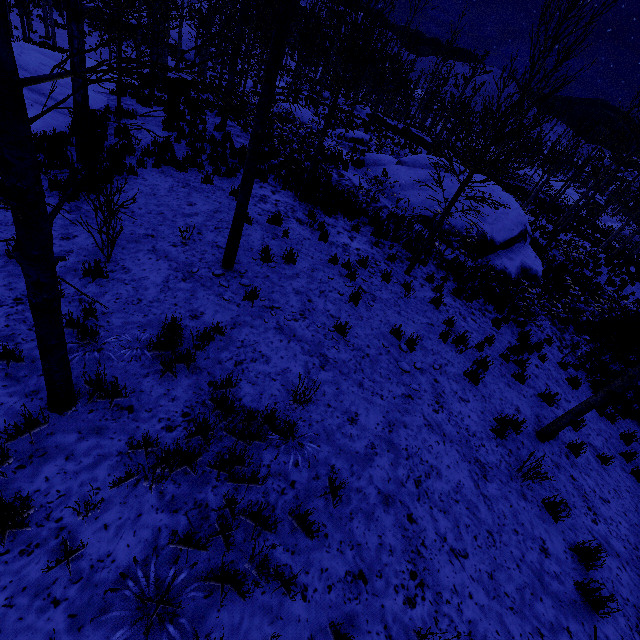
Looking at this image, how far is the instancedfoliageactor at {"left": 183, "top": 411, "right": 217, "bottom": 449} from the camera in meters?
3.4

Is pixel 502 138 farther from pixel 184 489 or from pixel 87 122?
pixel 87 122

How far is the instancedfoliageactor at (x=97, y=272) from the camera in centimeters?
509cm

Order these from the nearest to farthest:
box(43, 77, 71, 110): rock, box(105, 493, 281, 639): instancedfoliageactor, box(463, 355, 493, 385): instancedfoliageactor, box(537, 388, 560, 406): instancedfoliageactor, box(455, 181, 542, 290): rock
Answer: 1. box(105, 493, 281, 639): instancedfoliageactor
2. box(463, 355, 493, 385): instancedfoliageactor
3. box(537, 388, 560, 406): instancedfoliageactor
4. box(43, 77, 71, 110): rock
5. box(455, 181, 542, 290): rock

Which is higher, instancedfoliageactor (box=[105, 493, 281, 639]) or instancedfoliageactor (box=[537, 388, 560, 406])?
instancedfoliageactor (box=[105, 493, 281, 639])

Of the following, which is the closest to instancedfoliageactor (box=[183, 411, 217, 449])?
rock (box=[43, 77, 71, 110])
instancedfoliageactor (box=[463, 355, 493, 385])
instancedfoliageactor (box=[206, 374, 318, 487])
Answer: instancedfoliageactor (box=[463, 355, 493, 385])

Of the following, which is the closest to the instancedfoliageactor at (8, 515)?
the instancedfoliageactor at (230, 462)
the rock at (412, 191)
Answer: the instancedfoliageactor at (230, 462)

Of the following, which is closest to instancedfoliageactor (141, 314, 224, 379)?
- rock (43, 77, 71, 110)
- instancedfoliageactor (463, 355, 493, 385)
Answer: instancedfoliageactor (463, 355, 493, 385)
